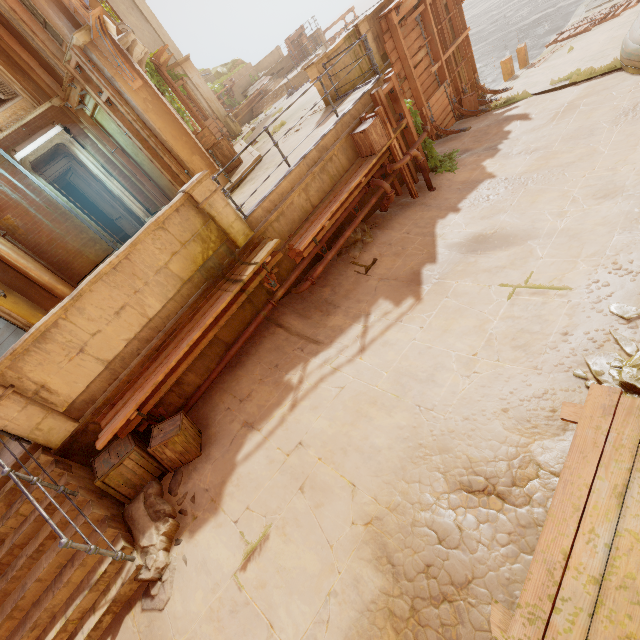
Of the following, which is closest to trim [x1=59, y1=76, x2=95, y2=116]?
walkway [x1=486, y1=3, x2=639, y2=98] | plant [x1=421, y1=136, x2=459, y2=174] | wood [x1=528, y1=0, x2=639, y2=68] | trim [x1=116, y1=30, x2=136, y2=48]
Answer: trim [x1=116, y1=30, x2=136, y2=48]

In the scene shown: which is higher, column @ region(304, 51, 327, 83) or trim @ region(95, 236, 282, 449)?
column @ region(304, 51, 327, 83)

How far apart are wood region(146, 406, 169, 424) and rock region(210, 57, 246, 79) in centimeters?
3696cm

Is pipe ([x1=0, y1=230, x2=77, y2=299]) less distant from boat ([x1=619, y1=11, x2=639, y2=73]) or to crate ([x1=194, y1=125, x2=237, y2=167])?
crate ([x1=194, y1=125, x2=237, y2=167])

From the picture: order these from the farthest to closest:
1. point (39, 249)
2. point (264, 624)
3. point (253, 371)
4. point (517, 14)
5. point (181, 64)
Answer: point (517, 14)
point (181, 64)
point (39, 249)
point (253, 371)
point (264, 624)

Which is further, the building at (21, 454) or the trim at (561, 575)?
the building at (21, 454)

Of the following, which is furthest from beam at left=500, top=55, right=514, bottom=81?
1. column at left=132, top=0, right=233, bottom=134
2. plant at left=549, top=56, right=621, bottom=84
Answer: column at left=132, top=0, right=233, bottom=134

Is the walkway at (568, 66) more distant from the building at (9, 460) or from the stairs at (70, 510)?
the stairs at (70, 510)
